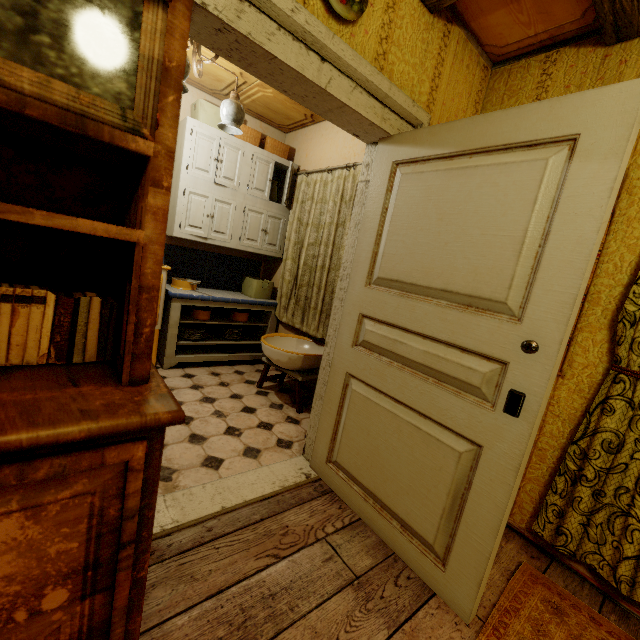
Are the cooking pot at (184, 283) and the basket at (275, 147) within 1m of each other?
no

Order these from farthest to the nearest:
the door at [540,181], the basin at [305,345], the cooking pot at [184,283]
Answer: the cooking pot at [184,283] → the basin at [305,345] → the door at [540,181]

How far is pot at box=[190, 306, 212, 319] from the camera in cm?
352

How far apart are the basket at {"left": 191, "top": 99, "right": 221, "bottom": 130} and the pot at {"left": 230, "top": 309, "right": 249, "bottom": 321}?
1.92m

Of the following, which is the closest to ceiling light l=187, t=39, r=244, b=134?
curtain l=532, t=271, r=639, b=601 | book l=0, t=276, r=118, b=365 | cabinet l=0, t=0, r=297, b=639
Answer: cabinet l=0, t=0, r=297, b=639

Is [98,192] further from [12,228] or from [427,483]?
[427,483]

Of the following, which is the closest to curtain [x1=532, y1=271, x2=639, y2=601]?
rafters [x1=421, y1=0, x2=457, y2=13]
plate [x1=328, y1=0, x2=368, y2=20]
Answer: rafters [x1=421, y1=0, x2=457, y2=13]

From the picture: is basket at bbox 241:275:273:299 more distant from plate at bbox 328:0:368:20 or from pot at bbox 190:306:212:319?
plate at bbox 328:0:368:20
